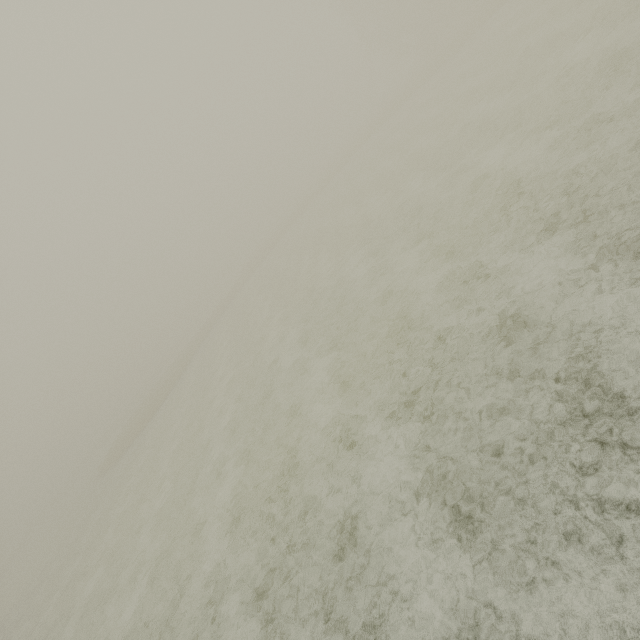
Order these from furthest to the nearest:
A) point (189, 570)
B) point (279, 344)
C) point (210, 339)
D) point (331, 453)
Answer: point (210, 339) → point (279, 344) → point (189, 570) → point (331, 453)
